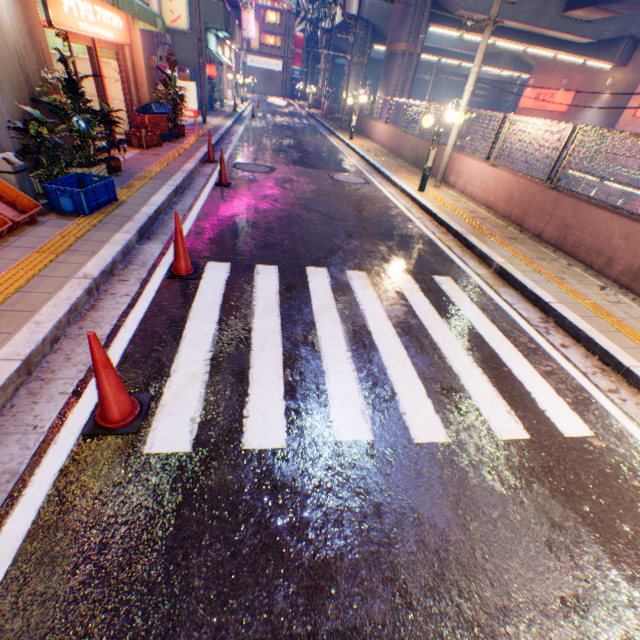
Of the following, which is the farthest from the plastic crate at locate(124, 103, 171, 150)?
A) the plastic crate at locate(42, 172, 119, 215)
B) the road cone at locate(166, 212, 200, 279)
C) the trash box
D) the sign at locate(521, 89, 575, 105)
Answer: the sign at locate(521, 89, 575, 105)

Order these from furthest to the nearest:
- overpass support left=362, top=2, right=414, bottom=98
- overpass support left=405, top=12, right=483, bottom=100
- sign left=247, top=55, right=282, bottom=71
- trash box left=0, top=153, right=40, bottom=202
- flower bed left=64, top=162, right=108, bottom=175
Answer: sign left=247, top=55, right=282, bottom=71
overpass support left=405, top=12, right=483, bottom=100
overpass support left=362, top=2, right=414, bottom=98
flower bed left=64, top=162, right=108, bottom=175
trash box left=0, top=153, right=40, bottom=202

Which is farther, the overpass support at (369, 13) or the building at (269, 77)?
the building at (269, 77)

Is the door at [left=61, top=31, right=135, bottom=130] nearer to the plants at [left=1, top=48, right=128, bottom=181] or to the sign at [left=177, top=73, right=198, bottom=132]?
the plants at [left=1, top=48, right=128, bottom=181]

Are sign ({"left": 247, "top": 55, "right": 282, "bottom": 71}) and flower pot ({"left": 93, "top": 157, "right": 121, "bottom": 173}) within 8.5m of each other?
no

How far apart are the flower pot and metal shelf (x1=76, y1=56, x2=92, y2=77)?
3.9 meters

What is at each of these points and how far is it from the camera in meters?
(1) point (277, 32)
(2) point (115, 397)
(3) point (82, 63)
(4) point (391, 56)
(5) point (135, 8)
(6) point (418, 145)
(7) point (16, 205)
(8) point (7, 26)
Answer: (1) building, 54.3
(2) road cone, 2.4
(3) metal shelf, 9.4
(4) overpass support, 21.2
(5) awning, 7.4
(6) concrete block, 13.4
(7) plastic crate, 4.7
(8) building, 5.1

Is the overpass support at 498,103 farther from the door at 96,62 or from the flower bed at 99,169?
the flower bed at 99,169
